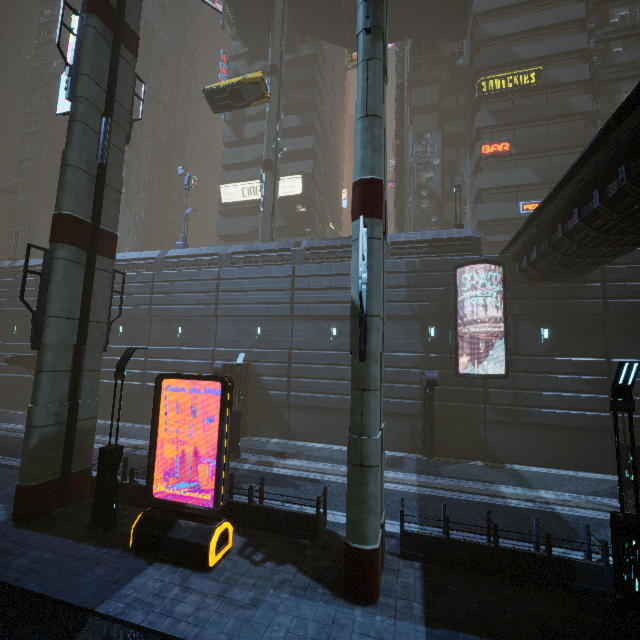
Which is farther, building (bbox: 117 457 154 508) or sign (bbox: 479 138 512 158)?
sign (bbox: 479 138 512 158)

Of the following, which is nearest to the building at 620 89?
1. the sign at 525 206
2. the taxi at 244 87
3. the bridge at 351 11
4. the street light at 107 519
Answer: the sign at 525 206

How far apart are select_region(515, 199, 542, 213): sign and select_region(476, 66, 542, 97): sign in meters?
10.4

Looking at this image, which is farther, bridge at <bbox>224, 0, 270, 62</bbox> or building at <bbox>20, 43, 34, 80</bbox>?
building at <bbox>20, 43, 34, 80</bbox>

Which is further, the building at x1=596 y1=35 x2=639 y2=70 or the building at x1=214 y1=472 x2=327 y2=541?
the building at x1=596 y1=35 x2=639 y2=70

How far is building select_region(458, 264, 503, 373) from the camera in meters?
18.6 m

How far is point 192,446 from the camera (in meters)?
19.08

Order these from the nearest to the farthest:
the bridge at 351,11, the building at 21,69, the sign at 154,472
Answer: the sign at 154,472, the bridge at 351,11, the building at 21,69
